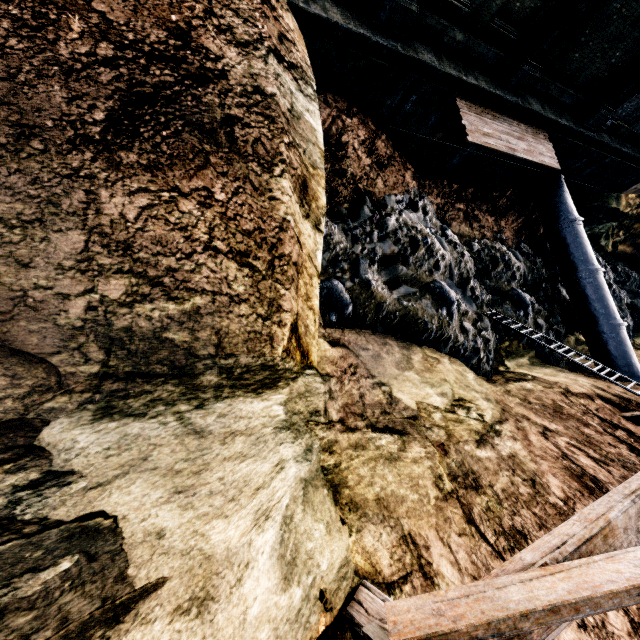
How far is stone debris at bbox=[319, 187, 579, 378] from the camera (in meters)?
10.60

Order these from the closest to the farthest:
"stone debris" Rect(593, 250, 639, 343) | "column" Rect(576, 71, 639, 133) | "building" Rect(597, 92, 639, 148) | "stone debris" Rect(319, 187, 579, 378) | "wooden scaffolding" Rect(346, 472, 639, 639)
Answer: "wooden scaffolding" Rect(346, 472, 639, 639) < "stone debris" Rect(319, 187, 579, 378) < "column" Rect(576, 71, 639, 133) < "building" Rect(597, 92, 639, 148) < "stone debris" Rect(593, 250, 639, 343)

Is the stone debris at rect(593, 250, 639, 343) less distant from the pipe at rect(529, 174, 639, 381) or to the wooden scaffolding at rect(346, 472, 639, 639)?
the pipe at rect(529, 174, 639, 381)

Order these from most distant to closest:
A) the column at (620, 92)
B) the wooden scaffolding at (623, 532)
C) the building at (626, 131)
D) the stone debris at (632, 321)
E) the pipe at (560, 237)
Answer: the stone debris at (632, 321)
the pipe at (560, 237)
the building at (626, 131)
the column at (620, 92)
the wooden scaffolding at (623, 532)

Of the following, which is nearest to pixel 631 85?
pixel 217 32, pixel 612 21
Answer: pixel 612 21

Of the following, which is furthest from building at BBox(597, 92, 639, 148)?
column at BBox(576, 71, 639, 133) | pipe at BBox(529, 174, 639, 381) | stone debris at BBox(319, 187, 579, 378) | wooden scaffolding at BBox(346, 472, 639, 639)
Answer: wooden scaffolding at BBox(346, 472, 639, 639)

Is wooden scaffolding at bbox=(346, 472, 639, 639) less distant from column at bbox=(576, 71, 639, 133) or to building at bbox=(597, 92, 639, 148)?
column at bbox=(576, 71, 639, 133)

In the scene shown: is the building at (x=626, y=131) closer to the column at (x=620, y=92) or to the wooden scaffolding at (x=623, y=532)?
the column at (x=620, y=92)
